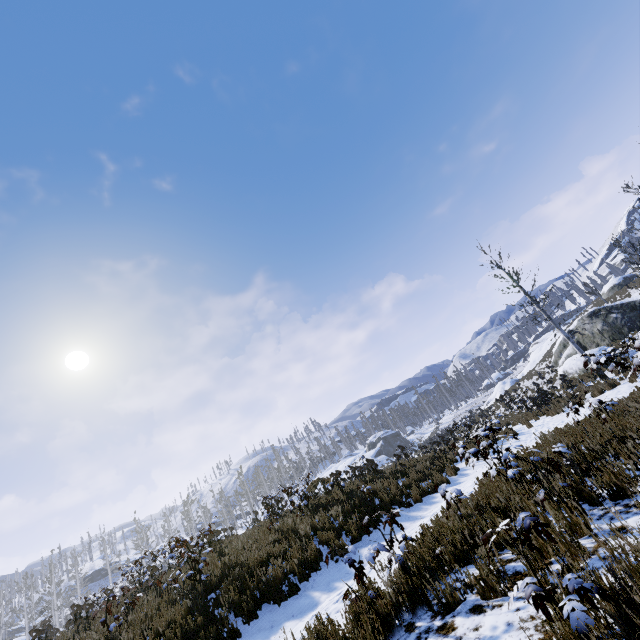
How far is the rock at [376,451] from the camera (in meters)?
49.10

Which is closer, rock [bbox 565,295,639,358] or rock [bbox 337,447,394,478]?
rock [bbox 565,295,639,358]

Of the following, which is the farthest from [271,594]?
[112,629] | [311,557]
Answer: [112,629]

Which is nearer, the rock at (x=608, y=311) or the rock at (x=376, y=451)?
the rock at (x=608, y=311)

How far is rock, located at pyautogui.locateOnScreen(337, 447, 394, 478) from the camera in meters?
49.1
